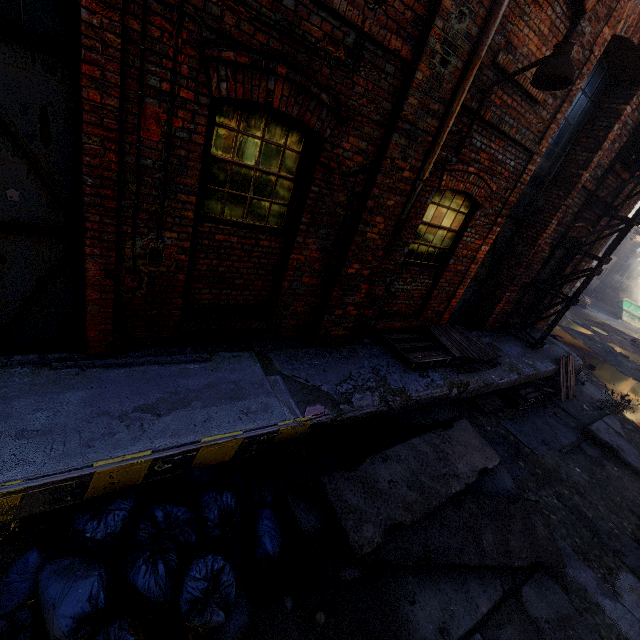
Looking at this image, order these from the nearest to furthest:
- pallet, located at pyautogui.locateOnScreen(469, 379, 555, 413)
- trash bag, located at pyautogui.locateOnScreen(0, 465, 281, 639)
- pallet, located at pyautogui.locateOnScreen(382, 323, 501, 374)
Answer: trash bag, located at pyautogui.locateOnScreen(0, 465, 281, 639) < pallet, located at pyautogui.locateOnScreen(382, 323, 501, 374) < pallet, located at pyautogui.locateOnScreen(469, 379, 555, 413)

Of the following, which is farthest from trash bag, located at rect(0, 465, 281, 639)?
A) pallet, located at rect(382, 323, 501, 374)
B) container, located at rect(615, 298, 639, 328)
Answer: container, located at rect(615, 298, 639, 328)

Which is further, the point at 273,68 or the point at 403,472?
the point at 403,472

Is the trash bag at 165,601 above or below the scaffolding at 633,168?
below

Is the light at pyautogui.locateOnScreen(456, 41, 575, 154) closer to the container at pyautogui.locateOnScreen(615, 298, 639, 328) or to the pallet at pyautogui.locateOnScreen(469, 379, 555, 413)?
the pallet at pyautogui.locateOnScreen(469, 379, 555, 413)

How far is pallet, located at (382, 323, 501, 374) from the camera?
5.88m

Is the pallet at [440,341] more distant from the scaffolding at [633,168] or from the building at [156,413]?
the scaffolding at [633,168]

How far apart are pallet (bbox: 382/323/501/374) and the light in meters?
3.2
